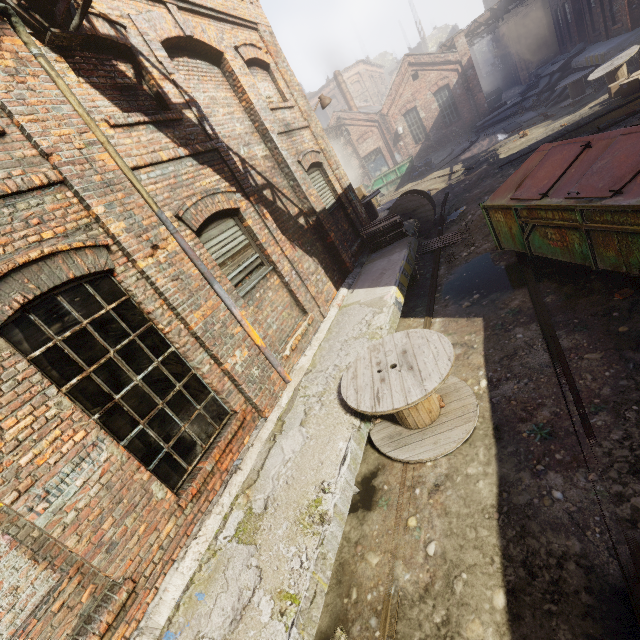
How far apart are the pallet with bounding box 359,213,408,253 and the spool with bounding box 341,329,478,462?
5.11m

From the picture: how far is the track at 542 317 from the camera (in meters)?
3.32

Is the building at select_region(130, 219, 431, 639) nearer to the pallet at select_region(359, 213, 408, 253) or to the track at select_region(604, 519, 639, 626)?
the pallet at select_region(359, 213, 408, 253)

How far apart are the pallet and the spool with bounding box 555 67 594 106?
13.80m

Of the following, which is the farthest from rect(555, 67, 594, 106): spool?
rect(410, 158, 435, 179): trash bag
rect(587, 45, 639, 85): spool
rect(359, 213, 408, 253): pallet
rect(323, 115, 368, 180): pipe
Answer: rect(359, 213, 408, 253): pallet

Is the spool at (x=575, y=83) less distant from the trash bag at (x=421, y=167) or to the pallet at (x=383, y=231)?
the trash bag at (x=421, y=167)

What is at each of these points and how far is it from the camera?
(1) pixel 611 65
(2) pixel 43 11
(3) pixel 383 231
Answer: (1) spool, 12.42m
(2) pipe, 3.82m
(3) pallet, 9.45m

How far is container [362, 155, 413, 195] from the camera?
23.0 meters
